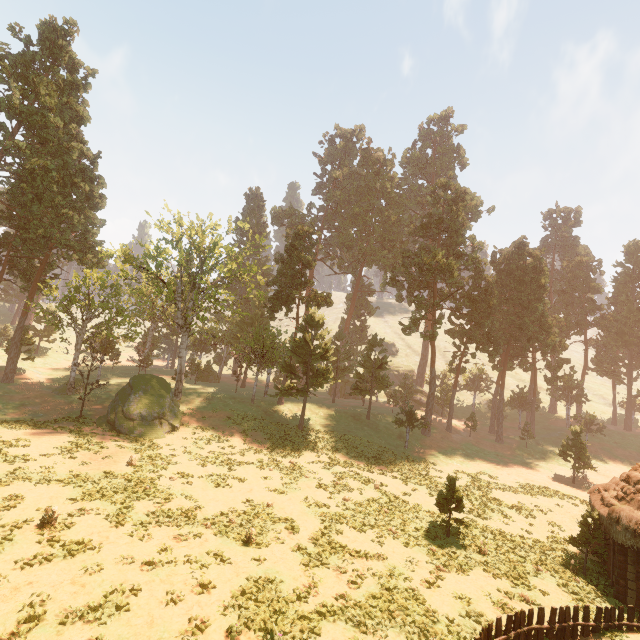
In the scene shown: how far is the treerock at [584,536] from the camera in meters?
18.0

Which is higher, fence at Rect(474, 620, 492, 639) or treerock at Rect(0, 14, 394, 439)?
treerock at Rect(0, 14, 394, 439)

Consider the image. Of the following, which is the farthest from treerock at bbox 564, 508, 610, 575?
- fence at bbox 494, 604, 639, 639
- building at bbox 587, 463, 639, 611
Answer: fence at bbox 494, 604, 639, 639

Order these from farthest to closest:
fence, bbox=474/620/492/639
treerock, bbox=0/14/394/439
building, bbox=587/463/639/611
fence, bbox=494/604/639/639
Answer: treerock, bbox=0/14/394/439, building, bbox=587/463/639/611, fence, bbox=494/604/639/639, fence, bbox=474/620/492/639

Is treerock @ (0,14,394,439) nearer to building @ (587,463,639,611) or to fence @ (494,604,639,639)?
building @ (587,463,639,611)

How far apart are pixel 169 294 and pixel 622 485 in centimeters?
4438cm

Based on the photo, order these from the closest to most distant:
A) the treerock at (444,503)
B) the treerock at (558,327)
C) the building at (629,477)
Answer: the building at (629,477) < the treerock at (444,503) < the treerock at (558,327)
